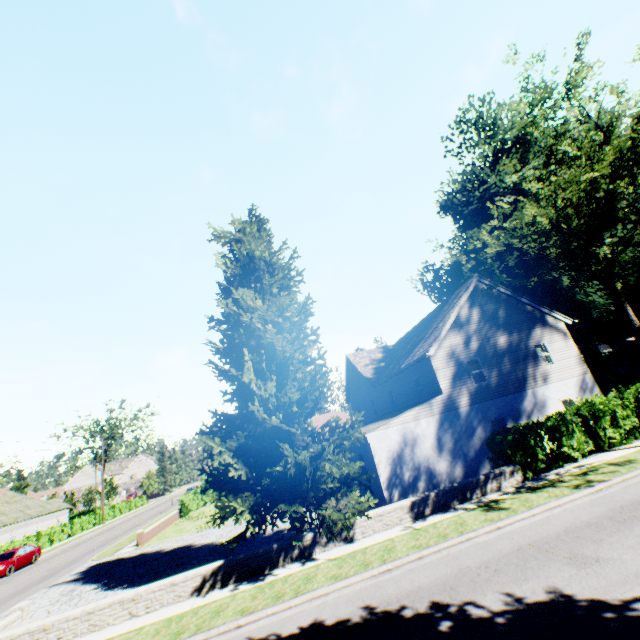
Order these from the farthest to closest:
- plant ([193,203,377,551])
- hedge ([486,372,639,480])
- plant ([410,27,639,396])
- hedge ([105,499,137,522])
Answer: hedge ([105,499,137,522]) → hedge ([486,372,639,480]) → plant ([410,27,639,396]) → plant ([193,203,377,551])

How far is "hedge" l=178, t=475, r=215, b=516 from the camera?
31.8 meters

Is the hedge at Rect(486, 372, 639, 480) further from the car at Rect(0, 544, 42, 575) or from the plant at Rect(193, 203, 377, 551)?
the car at Rect(0, 544, 42, 575)

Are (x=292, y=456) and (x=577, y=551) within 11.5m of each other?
yes

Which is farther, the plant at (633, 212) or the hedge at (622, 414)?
the hedge at (622, 414)

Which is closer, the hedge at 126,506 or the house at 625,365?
the house at 625,365
